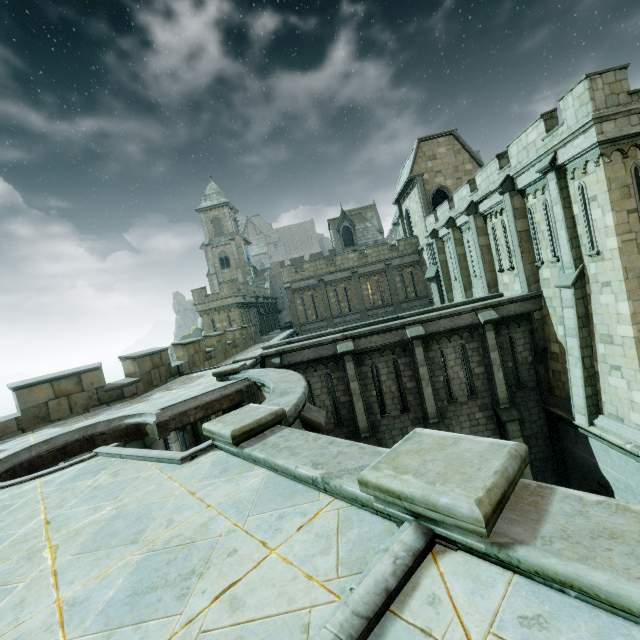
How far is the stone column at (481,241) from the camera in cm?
1791

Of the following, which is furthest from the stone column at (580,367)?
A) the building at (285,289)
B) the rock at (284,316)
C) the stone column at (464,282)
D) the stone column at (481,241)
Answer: the rock at (284,316)

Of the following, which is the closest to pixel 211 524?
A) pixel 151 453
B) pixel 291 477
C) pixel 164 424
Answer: pixel 291 477

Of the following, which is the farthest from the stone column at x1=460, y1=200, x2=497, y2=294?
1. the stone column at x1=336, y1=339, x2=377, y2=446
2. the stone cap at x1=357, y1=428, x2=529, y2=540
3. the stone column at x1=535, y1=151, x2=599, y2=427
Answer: the stone cap at x1=357, y1=428, x2=529, y2=540

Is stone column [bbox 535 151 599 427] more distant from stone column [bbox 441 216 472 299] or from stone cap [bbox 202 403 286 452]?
stone cap [bbox 202 403 286 452]

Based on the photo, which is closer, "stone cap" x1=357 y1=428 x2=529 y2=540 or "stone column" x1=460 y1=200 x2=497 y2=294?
"stone cap" x1=357 y1=428 x2=529 y2=540

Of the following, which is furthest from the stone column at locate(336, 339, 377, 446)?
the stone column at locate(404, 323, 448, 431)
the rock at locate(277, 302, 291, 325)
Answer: the rock at locate(277, 302, 291, 325)

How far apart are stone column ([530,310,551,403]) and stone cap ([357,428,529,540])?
14.33m
